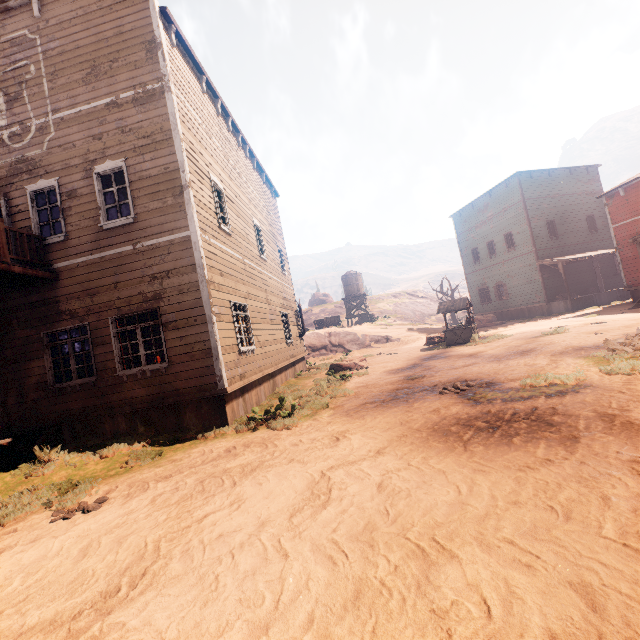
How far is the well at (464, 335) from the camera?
16.53m

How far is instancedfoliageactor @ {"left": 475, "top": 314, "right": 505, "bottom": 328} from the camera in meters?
25.3 m

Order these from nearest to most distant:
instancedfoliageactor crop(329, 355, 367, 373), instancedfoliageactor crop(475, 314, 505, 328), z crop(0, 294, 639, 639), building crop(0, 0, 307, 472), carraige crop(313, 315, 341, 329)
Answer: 1. z crop(0, 294, 639, 639)
2. building crop(0, 0, 307, 472)
3. instancedfoliageactor crop(329, 355, 367, 373)
4. instancedfoliageactor crop(475, 314, 505, 328)
5. carraige crop(313, 315, 341, 329)

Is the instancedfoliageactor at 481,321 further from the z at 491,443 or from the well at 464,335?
the well at 464,335

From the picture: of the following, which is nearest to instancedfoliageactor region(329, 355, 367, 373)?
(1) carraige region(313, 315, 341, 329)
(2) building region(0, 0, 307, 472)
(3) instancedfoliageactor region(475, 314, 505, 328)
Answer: (2) building region(0, 0, 307, 472)

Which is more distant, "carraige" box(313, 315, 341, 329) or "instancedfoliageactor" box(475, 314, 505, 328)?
"carraige" box(313, 315, 341, 329)

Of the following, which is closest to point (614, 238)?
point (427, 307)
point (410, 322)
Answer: point (410, 322)

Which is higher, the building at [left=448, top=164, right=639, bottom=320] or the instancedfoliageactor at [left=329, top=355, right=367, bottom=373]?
the building at [left=448, top=164, right=639, bottom=320]
